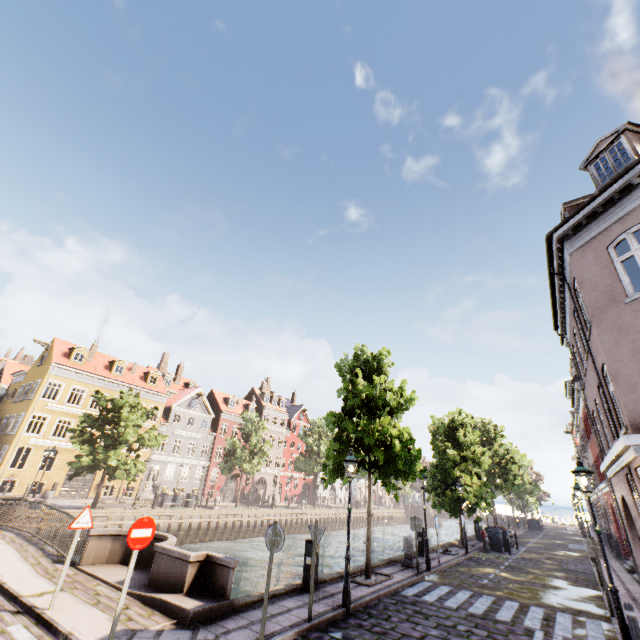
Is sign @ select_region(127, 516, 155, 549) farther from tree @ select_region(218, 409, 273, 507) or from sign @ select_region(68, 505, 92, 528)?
tree @ select_region(218, 409, 273, 507)

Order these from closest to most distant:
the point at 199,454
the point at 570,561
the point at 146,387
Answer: the point at 570,561
the point at 146,387
the point at 199,454

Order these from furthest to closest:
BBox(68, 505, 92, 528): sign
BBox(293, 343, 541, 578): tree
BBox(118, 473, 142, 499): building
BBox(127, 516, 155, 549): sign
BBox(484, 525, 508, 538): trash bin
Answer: BBox(118, 473, 142, 499): building → BBox(484, 525, 508, 538): trash bin → BBox(293, 343, 541, 578): tree → BBox(68, 505, 92, 528): sign → BBox(127, 516, 155, 549): sign

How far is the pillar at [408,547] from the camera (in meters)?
13.68

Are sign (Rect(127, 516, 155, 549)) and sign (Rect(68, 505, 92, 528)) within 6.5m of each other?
yes

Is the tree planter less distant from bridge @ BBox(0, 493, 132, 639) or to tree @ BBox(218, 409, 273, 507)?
tree @ BBox(218, 409, 273, 507)

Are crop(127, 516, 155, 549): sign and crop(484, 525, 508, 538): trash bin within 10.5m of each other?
no

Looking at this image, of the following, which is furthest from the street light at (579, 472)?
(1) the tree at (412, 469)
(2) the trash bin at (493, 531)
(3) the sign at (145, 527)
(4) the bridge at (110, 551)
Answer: (3) the sign at (145, 527)
